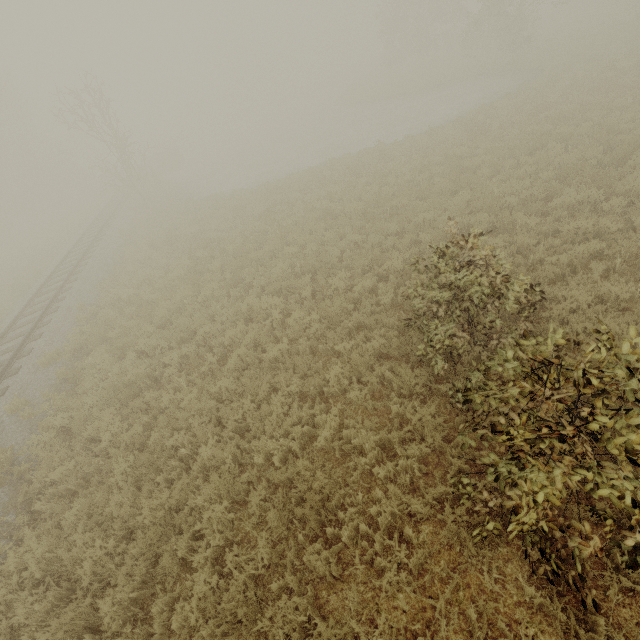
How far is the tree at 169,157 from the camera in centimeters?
3719cm

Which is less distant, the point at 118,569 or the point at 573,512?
the point at 573,512

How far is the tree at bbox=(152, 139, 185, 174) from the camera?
37.19m
